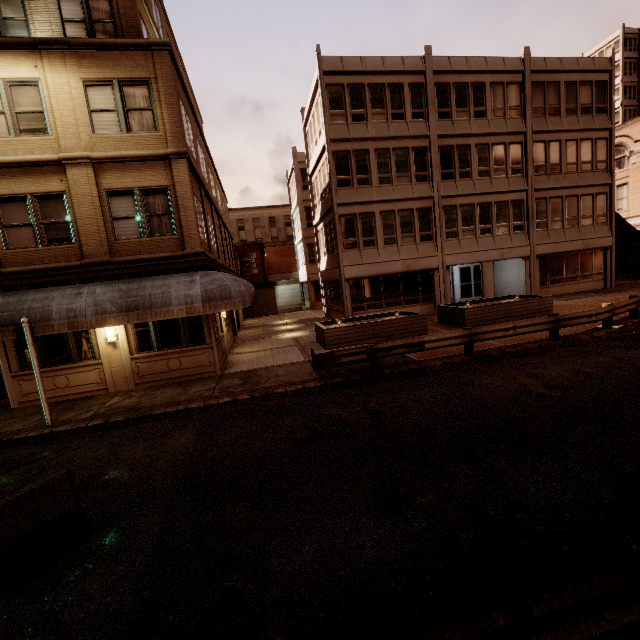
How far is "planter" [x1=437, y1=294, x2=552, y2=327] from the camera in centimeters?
1570cm

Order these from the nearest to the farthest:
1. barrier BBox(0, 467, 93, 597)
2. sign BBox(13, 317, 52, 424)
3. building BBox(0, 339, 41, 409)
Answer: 1. barrier BBox(0, 467, 93, 597)
2. sign BBox(13, 317, 52, 424)
3. building BBox(0, 339, 41, 409)

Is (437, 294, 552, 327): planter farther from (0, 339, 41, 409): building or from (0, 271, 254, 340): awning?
(0, 339, 41, 409): building

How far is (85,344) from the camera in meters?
11.5

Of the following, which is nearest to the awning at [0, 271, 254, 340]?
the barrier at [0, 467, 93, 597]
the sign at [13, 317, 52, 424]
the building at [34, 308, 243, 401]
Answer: the building at [34, 308, 243, 401]

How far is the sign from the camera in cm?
871

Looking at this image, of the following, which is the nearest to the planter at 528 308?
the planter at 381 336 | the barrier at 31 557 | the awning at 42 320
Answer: the planter at 381 336

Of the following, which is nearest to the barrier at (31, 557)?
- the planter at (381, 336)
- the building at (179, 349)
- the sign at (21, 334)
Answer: the sign at (21, 334)
